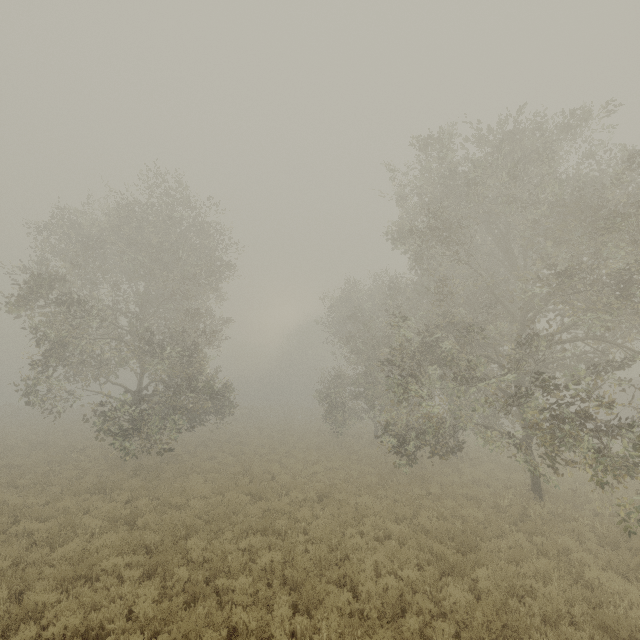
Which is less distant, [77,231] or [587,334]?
[587,334]
